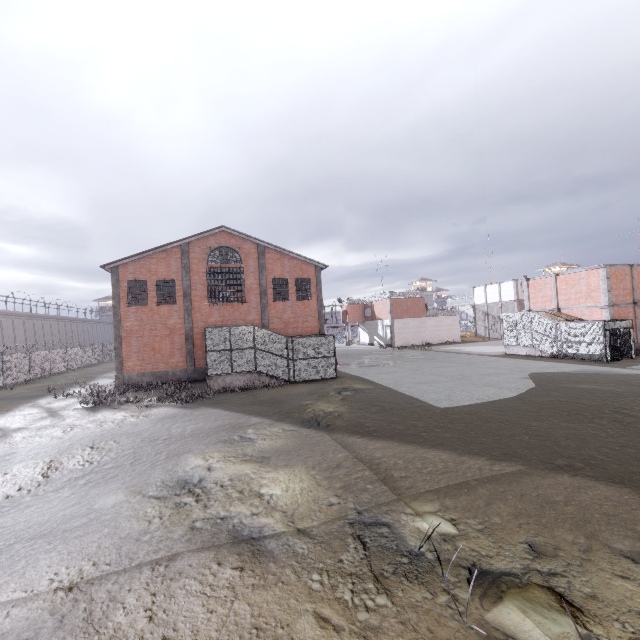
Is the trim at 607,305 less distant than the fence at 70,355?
Yes

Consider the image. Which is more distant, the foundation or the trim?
the trim

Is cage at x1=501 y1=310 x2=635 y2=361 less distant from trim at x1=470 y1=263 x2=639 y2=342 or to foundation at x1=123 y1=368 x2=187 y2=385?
trim at x1=470 y1=263 x2=639 y2=342

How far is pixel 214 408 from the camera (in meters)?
16.09

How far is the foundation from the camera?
24.0 meters

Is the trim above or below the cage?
above

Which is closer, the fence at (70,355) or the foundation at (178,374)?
the foundation at (178,374)

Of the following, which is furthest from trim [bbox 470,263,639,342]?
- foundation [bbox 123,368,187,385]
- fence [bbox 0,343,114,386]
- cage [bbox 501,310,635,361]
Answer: foundation [bbox 123,368,187,385]
